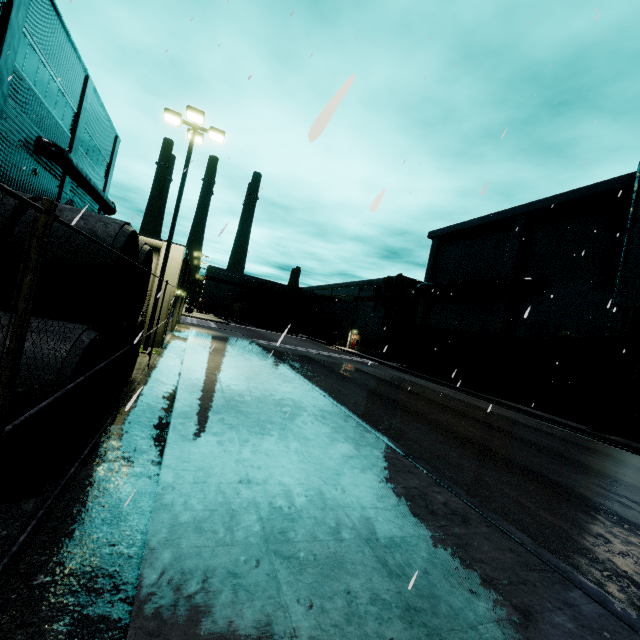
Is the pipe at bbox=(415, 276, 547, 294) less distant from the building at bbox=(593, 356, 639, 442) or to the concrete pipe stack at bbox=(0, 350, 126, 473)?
the building at bbox=(593, 356, 639, 442)

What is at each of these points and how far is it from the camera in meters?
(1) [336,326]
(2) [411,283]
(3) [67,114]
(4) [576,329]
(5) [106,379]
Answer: (1) roll-up door, 56.4
(2) building, 40.5
(3) building, 19.4
(4) building, 21.4
(5) concrete pipe stack, 7.2

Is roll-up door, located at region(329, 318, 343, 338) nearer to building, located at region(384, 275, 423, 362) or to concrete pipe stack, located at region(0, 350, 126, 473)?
building, located at region(384, 275, 423, 362)

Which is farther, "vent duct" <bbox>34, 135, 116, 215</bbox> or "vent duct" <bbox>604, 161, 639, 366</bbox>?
"vent duct" <bbox>604, 161, 639, 366</bbox>

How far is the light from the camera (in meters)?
12.85

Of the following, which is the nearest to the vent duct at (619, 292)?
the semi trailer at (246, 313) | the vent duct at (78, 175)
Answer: the vent duct at (78, 175)

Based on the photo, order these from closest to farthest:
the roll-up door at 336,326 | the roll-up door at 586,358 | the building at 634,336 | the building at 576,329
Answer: the building at 634,336
the roll-up door at 586,358
the building at 576,329
the roll-up door at 336,326

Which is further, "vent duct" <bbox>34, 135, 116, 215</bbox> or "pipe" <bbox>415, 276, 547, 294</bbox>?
"pipe" <bbox>415, 276, 547, 294</bbox>
